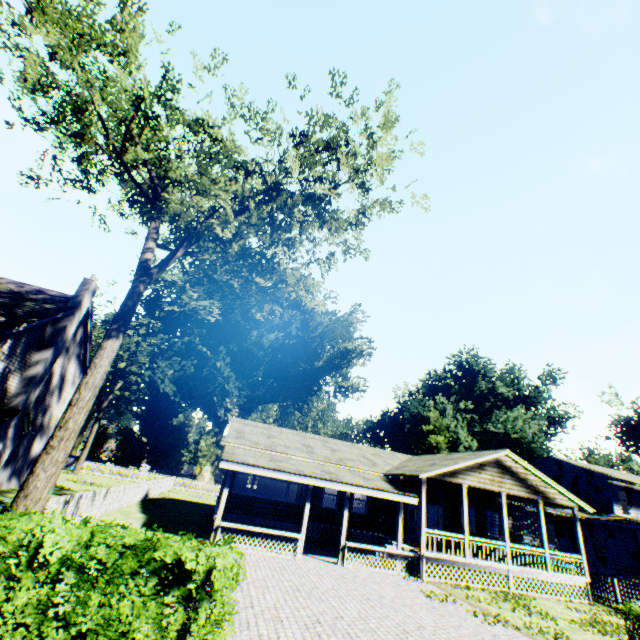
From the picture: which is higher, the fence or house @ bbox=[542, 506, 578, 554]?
house @ bbox=[542, 506, 578, 554]

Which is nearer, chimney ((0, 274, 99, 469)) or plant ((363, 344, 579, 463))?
chimney ((0, 274, 99, 469))

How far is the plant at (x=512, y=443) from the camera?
44.06m

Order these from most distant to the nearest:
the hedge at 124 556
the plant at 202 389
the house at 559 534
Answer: the plant at 202 389 < the house at 559 534 < the hedge at 124 556

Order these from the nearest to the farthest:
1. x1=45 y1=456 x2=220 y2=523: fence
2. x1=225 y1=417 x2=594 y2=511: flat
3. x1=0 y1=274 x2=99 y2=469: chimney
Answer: x1=45 y1=456 x2=220 y2=523: fence, x1=0 y1=274 x2=99 y2=469: chimney, x1=225 y1=417 x2=594 y2=511: flat

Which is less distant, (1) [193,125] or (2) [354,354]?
(1) [193,125]

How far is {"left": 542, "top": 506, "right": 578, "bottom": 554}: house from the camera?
25.5m

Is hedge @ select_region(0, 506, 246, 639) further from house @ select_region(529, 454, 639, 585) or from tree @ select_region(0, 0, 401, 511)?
house @ select_region(529, 454, 639, 585)
